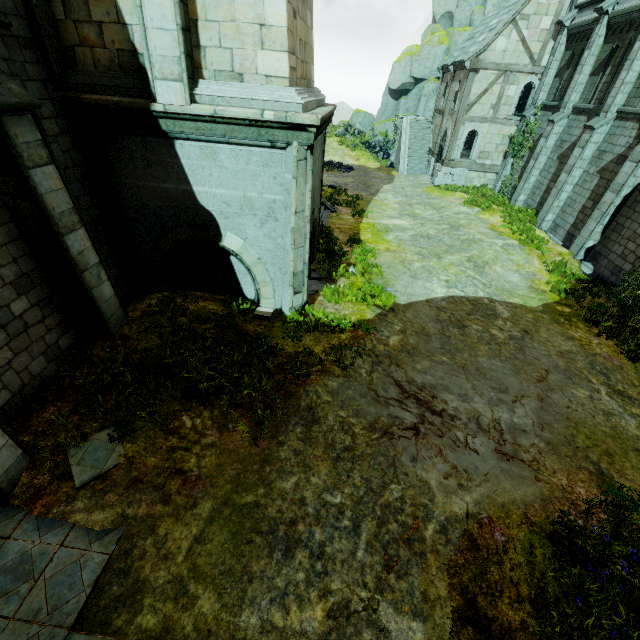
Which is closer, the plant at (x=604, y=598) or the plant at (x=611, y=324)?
the plant at (x=604, y=598)

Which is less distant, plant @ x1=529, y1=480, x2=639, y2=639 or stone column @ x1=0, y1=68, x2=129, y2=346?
plant @ x1=529, y1=480, x2=639, y2=639

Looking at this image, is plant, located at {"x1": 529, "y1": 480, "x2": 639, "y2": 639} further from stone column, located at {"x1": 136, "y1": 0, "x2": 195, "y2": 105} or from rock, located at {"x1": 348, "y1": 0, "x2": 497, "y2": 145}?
rock, located at {"x1": 348, "y1": 0, "x2": 497, "y2": 145}

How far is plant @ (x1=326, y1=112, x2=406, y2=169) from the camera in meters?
31.2 m

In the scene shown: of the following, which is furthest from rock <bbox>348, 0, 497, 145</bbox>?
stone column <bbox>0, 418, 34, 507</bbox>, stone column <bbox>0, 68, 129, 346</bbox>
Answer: stone column <bbox>0, 418, 34, 507</bbox>

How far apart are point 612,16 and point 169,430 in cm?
2472

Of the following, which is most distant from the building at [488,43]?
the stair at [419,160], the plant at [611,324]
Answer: the plant at [611,324]

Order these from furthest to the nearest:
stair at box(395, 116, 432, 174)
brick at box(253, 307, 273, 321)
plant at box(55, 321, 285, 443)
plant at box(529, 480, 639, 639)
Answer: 1. stair at box(395, 116, 432, 174)
2. brick at box(253, 307, 273, 321)
3. plant at box(55, 321, 285, 443)
4. plant at box(529, 480, 639, 639)
